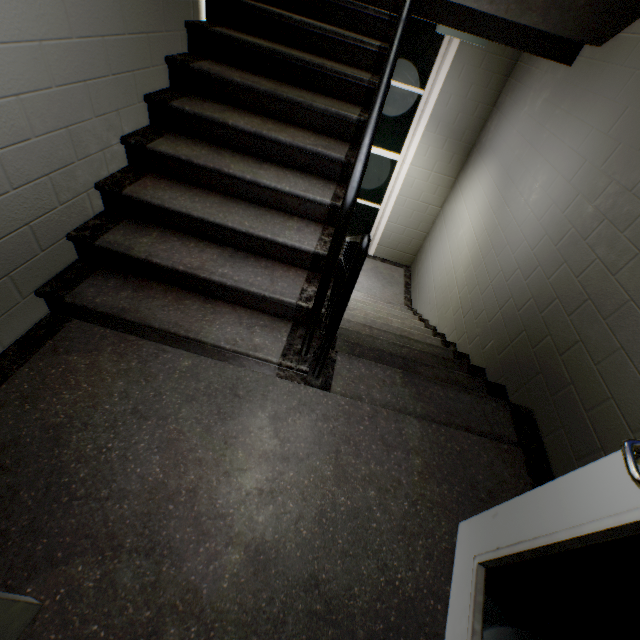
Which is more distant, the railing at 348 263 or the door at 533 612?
the railing at 348 263

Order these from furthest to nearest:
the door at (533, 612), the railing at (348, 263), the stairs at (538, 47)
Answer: the stairs at (538, 47), the railing at (348, 263), the door at (533, 612)

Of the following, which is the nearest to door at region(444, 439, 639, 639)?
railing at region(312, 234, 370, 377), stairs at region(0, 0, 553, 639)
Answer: stairs at region(0, 0, 553, 639)

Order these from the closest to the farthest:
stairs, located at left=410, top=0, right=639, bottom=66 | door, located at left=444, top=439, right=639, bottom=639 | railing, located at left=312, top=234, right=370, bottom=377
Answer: door, located at left=444, top=439, right=639, bottom=639 < railing, located at left=312, top=234, right=370, bottom=377 < stairs, located at left=410, top=0, right=639, bottom=66

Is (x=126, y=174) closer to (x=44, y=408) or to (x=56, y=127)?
(x=56, y=127)

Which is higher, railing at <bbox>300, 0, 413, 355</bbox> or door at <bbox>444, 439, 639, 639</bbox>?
railing at <bbox>300, 0, 413, 355</bbox>

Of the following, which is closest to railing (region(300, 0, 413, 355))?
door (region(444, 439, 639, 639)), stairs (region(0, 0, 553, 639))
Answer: stairs (region(0, 0, 553, 639))

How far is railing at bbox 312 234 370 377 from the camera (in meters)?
1.30
